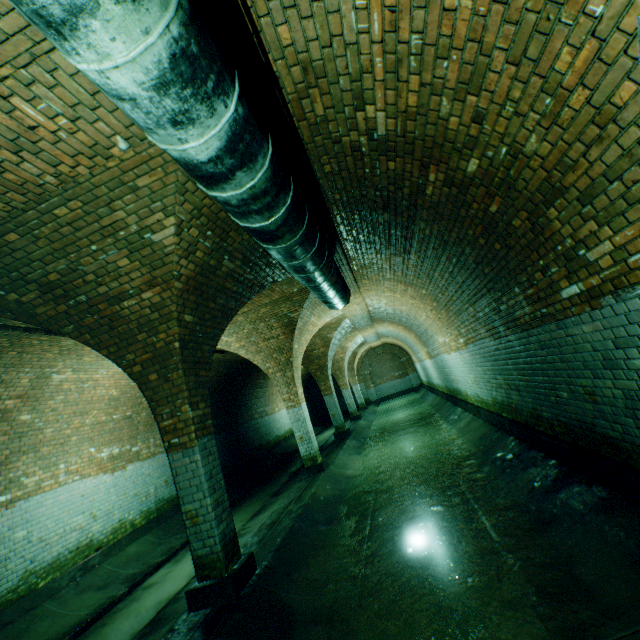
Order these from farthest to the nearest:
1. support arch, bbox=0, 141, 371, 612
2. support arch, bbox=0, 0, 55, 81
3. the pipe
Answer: support arch, bbox=0, 141, 371, 612 < support arch, bbox=0, 0, 55, 81 < the pipe

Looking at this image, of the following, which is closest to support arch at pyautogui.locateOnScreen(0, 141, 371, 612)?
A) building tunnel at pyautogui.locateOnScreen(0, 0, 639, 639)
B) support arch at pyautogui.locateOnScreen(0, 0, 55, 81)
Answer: building tunnel at pyautogui.locateOnScreen(0, 0, 639, 639)

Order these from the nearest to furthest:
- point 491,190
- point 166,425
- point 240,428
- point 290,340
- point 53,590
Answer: point 491,190 → point 166,425 → point 53,590 → point 290,340 → point 240,428

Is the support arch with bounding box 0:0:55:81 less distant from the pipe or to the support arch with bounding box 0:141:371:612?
the pipe

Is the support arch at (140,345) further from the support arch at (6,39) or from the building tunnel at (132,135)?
the support arch at (6,39)

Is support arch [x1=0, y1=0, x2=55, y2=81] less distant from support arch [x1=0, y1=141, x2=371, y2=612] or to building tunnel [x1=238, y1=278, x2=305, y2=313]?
building tunnel [x1=238, y1=278, x2=305, y2=313]

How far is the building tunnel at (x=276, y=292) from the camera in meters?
7.0 m

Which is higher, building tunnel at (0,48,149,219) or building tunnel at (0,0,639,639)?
building tunnel at (0,48,149,219)
